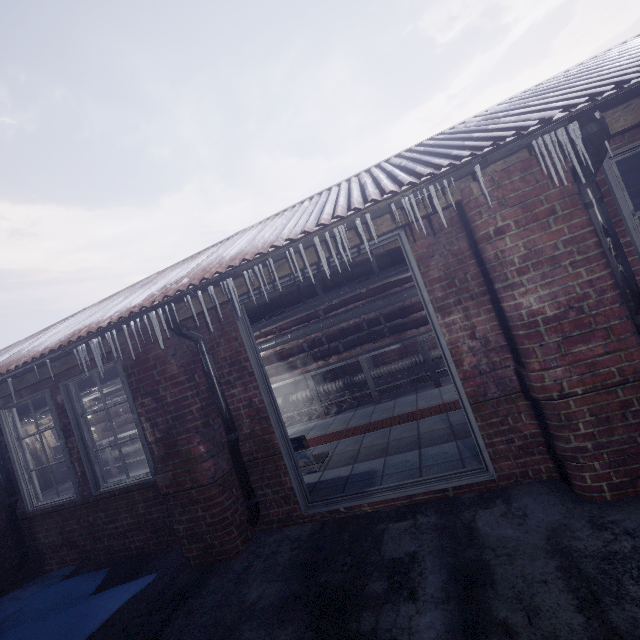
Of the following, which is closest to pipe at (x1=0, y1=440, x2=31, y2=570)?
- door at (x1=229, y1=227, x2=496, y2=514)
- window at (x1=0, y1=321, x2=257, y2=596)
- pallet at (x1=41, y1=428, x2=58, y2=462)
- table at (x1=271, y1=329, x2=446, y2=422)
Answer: window at (x1=0, y1=321, x2=257, y2=596)

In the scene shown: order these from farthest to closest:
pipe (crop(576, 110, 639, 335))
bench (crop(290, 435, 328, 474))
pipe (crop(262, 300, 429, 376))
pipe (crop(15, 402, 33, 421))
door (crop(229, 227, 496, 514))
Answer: pipe (crop(262, 300, 429, 376)) → pipe (crop(15, 402, 33, 421)) → bench (crop(290, 435, 328, 474)) → door (crop(229, 227, 496, 514)) → pipe (crop(576, 110, 639, 335))

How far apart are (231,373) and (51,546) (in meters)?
3.26

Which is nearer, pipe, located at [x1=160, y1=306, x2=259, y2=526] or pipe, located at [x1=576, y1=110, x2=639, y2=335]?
pipe, located at [x1=576, y1=110, x2=639, y2=335]

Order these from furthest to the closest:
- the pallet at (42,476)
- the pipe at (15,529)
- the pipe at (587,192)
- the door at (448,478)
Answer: the pallet at (42,476), the pipe at (15,529), the door at (448,478), the pipe at (587,192)

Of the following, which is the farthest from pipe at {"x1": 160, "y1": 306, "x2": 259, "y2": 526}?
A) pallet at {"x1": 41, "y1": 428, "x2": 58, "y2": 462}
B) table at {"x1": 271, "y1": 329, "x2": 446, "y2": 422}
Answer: pallet at {"x1": 41, "y1": 428, "x2": 58, "y2": 462}

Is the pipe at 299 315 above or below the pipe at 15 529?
above

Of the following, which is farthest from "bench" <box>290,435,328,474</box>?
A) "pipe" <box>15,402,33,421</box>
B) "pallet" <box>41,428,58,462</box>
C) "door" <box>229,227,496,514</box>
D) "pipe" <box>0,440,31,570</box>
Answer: "pallet" <box>41,428,58,462</box>
